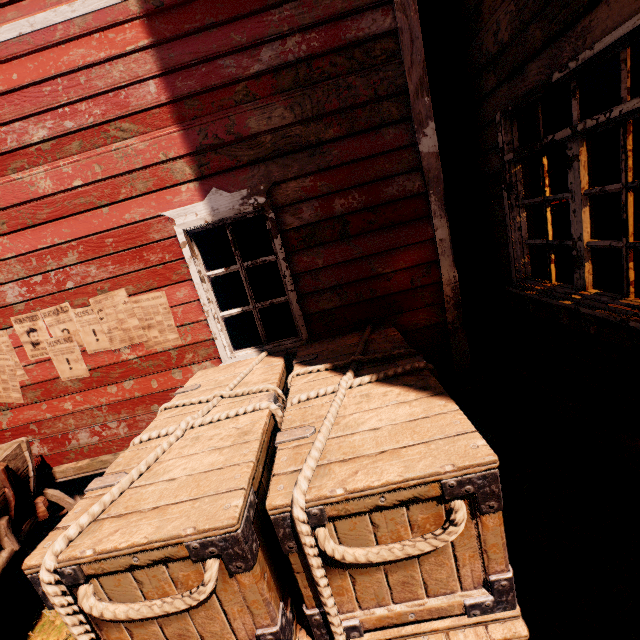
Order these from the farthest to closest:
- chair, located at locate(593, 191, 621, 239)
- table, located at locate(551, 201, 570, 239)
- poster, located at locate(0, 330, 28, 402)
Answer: table, located at locate(551, 201, 570, 239), chair, located at locate(593, 191, 621, 239), poster, located at locate(0, 330, 28, 402)

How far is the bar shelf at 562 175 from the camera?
10.70m

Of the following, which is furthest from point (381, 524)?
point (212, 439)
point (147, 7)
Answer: point (147, 7)

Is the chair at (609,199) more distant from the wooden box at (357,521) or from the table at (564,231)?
the wooden box at (357,521)

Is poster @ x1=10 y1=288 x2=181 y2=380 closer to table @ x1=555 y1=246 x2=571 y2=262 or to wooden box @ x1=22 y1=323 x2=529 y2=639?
wooden box @ x1=22 y1=323 x2=529 y2=639

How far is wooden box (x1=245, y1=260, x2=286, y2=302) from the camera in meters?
3.8 m

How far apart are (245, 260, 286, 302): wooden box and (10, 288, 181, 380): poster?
0.7 meters
